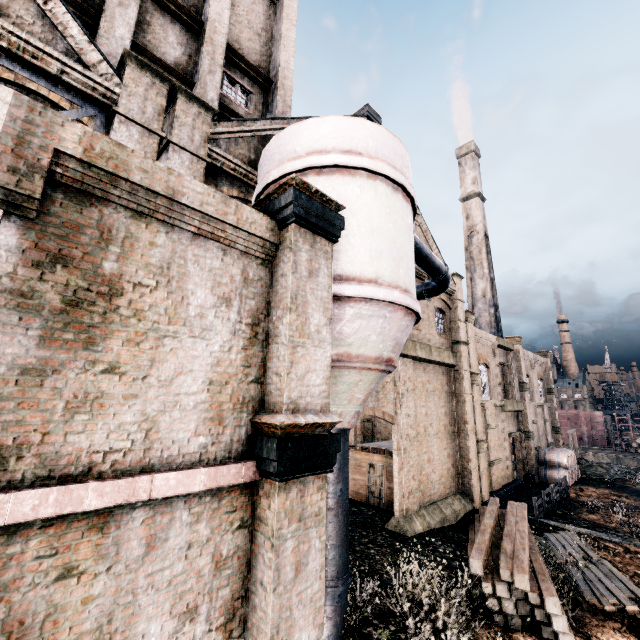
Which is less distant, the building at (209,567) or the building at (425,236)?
the building at (209,567)

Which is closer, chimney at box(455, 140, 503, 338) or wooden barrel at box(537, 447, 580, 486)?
wooden barrel at box(537, 447, 580, 486)

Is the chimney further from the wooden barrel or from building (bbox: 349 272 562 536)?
building (bbox: 349 272 562 536)

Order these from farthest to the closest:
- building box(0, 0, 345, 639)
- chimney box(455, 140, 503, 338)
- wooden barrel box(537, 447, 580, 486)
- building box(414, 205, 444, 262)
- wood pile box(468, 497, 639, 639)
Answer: chimney box(455, 140, 503, 338)
wooden barrel box(537, 447, 580, 486)
building box(414, 205, 444, 262)
wood pile box(468, 497, 639, 639)
building box(0, 0, 345, 639)

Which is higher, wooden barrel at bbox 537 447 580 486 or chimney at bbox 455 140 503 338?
chimney at bbox 455 140 503 338

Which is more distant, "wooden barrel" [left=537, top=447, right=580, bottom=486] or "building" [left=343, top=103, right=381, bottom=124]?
"wooden barrel" [left=537, top=447, right=580, bottom=486]

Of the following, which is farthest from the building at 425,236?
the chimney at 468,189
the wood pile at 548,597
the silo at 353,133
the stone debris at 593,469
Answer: the stone debris at 593,469

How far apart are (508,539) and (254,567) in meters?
12.3
